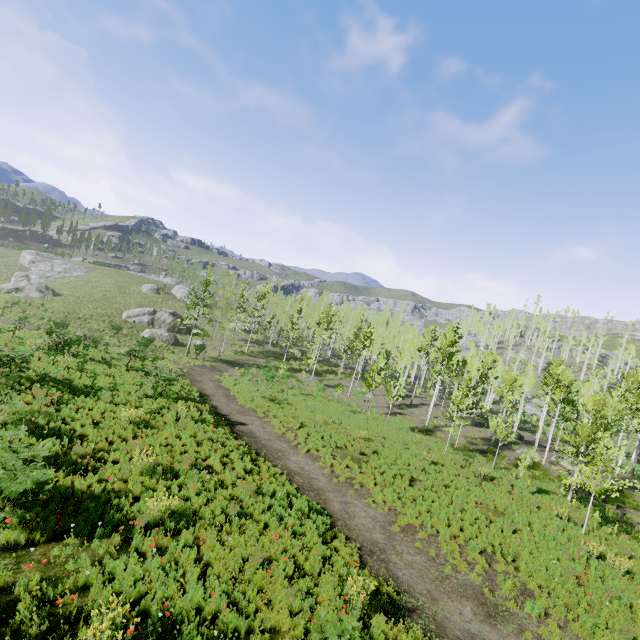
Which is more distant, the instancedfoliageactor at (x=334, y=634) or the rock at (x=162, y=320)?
the rock at (x=162, y=320)

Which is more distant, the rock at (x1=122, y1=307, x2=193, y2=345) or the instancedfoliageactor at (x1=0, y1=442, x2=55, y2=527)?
the rock at (x1=122, y1=307, x2=193, y2=345)

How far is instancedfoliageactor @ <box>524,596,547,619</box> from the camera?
9.3 meters

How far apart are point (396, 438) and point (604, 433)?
12.2 meters

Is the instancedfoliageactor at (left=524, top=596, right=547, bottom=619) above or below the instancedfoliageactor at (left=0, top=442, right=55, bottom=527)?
below

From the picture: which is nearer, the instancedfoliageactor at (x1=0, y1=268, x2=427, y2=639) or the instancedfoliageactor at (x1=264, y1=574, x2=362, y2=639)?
the instancedfoliageactor at (x1=264, y1=574, x2=362, y2=639)

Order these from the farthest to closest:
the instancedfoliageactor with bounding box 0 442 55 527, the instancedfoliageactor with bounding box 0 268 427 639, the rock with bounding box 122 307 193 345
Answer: the rock with bounding box 122 307 193 345 → the instancedfoliageactor with bounding box 0 268 427 639 → the instancedfoliageactor with bounding box 0 442 55 527

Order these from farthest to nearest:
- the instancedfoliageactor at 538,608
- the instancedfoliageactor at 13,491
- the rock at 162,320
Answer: the rock at 162,320
the instancedfoliageactor at 538,608
the instancedfoliageactor at 13,491
